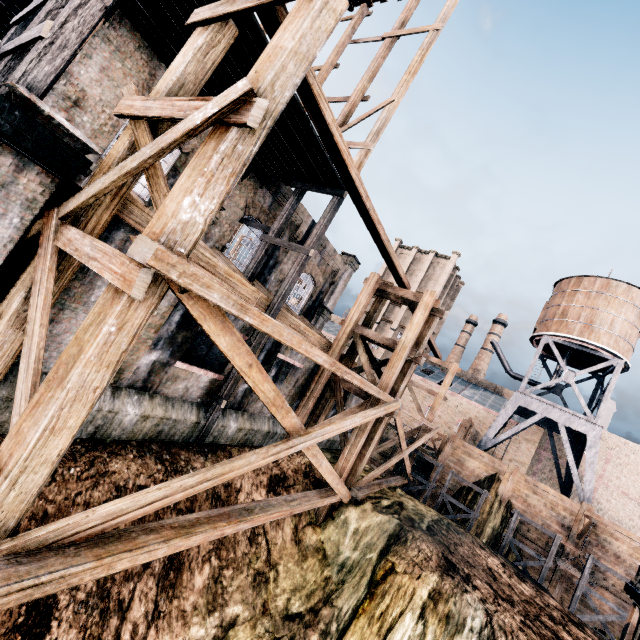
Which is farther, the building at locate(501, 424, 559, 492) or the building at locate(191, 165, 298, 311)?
the building at locate(501, 424, 559, 492)

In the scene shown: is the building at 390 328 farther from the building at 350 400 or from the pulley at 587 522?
the building at 350 400

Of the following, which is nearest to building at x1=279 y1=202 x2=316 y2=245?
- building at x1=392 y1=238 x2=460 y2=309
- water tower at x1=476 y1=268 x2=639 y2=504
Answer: water tower at x1=476 y1=268 x2=639 y2=504

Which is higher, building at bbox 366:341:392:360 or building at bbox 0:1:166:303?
building at bbox 366:341:392:360

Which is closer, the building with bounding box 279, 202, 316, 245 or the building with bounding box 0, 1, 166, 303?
the building with bounding box 0, 1, 166, 303

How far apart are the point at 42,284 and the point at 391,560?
15.3 meters

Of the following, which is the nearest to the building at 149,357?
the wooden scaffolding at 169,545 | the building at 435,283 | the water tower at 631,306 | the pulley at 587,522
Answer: the wooden scaffolding at 169,545
